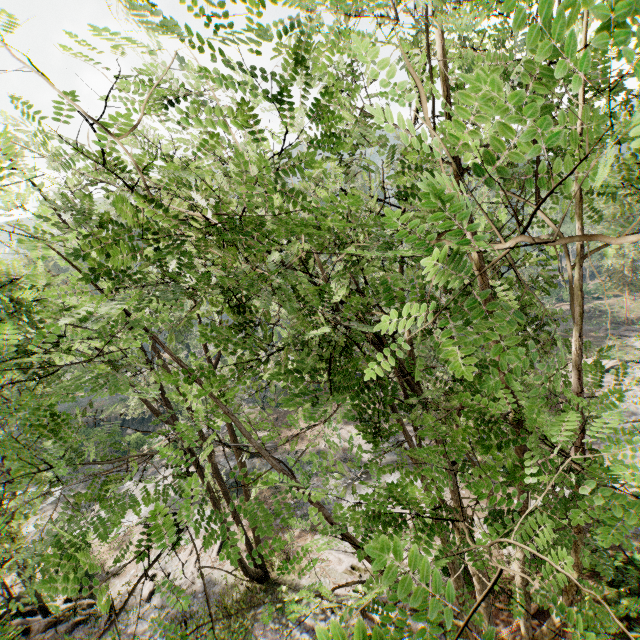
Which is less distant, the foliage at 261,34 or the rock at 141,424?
the foliage at 261,34

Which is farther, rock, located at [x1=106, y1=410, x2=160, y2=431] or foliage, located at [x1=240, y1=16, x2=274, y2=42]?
rock, located at [x1=106, y1=410, x2=160, y2=431]

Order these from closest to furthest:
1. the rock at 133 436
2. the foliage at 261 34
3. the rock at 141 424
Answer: the foliage at 261 34
the rock at 133 436
the rock at 141 424

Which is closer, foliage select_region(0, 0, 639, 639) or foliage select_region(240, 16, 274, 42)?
foliage select_region(0, 0, 639, 639)

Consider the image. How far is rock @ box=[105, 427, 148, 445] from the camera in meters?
38.4

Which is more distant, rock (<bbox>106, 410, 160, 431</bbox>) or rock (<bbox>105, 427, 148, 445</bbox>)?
rock (<bbox>106, 410, 160, 431</bbox>)

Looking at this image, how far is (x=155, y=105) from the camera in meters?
4.0 m
